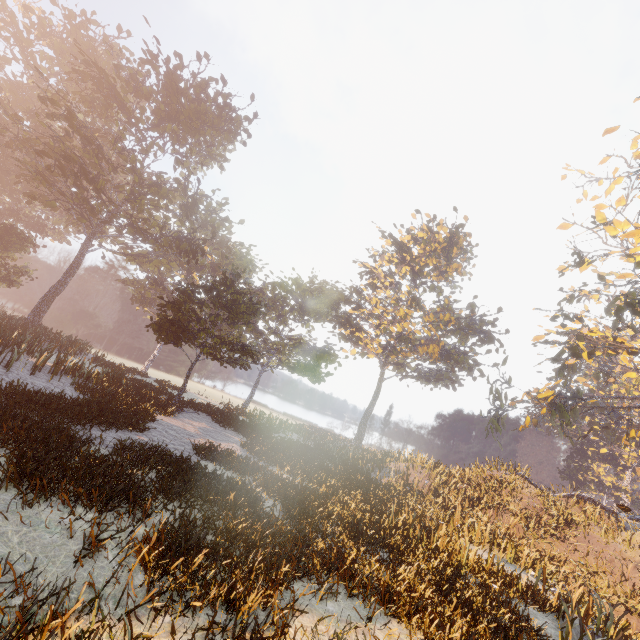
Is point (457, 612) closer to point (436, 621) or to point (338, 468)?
point (436, 621)
